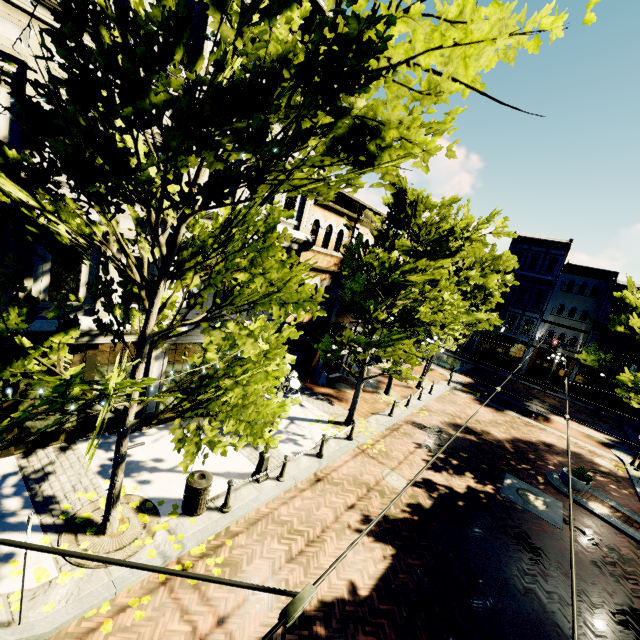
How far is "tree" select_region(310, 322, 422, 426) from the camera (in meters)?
12.09

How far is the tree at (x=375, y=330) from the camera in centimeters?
1179cm

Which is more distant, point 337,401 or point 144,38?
point 337,401

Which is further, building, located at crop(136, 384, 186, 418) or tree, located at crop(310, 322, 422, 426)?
tree, located at crop(310, 322, 422, 426)

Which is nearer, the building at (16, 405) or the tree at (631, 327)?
the building at (16, 405)

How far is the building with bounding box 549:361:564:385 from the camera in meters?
32.6

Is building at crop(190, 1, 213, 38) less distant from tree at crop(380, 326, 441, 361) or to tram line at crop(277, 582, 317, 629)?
tree at crop(380, 326, 441, 361)

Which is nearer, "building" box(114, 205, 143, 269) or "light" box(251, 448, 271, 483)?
"building" box(114, 205, 143, 269)
